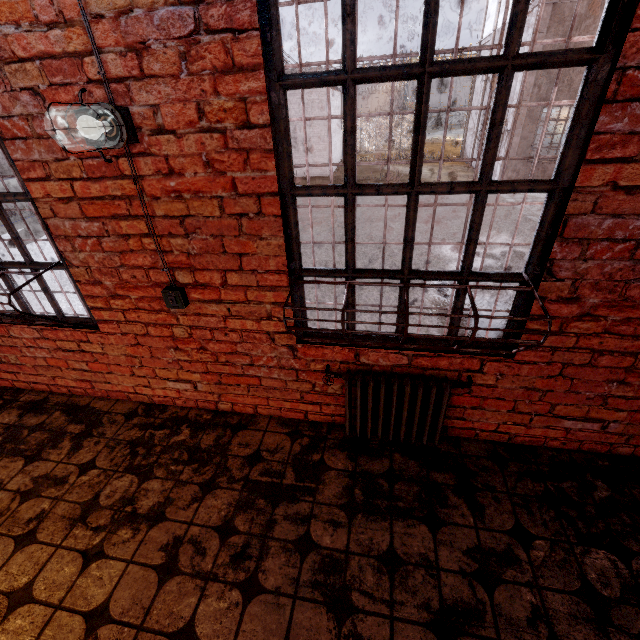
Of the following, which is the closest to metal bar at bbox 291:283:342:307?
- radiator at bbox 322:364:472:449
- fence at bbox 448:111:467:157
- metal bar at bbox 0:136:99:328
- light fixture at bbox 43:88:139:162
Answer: radiator at bbox 322:364:472:449

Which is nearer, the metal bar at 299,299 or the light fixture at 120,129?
the light fixture at 120,129

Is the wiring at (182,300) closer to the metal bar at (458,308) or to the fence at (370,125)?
the metal bar at (458,308)

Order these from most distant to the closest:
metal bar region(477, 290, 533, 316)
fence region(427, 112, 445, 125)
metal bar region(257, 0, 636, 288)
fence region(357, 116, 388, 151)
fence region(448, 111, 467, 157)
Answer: fence region(427, 112, 445, 125) < fence region(357, 116, 388, 151) < fence region(448, 111, 467, 157) < metal bar region(477, 290, 533, 316) < metal bar region(257, 0, 636, 288)

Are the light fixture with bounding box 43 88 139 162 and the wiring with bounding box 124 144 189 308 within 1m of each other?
yes

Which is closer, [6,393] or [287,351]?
[287,351]

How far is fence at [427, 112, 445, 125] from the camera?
55.2 meters
